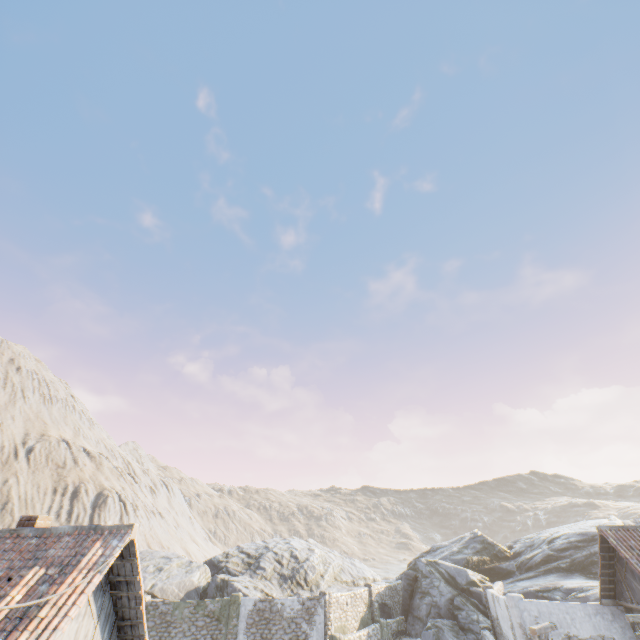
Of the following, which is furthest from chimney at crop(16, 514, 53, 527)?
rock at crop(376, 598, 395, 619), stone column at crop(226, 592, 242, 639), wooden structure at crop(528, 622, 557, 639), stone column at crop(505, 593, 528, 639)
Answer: stone column at crop(505, 593, 528, 639)

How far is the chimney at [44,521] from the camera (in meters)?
8.38

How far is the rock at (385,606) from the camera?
25.4m

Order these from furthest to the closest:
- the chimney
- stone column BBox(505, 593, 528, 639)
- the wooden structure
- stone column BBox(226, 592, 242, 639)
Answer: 1. stone column BBox(226, 592, 242, 639)
2. stone column BBox(505, 593, 528, 639)
3. the wooden structure
4. the chimney

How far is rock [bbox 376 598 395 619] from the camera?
25.4 meters

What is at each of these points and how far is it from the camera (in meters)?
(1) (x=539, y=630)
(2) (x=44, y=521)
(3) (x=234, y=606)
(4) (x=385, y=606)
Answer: (1) wooden structure, 11.44
(2) chimney, 8.64
(3) stone column, 21.02
(4) rock, 25.80

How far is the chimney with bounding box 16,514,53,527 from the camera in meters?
8.4

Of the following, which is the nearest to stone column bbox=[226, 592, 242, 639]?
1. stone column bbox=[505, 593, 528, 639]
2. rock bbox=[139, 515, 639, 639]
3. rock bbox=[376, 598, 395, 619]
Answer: rock bbox=[376, 598, 395, 619]
